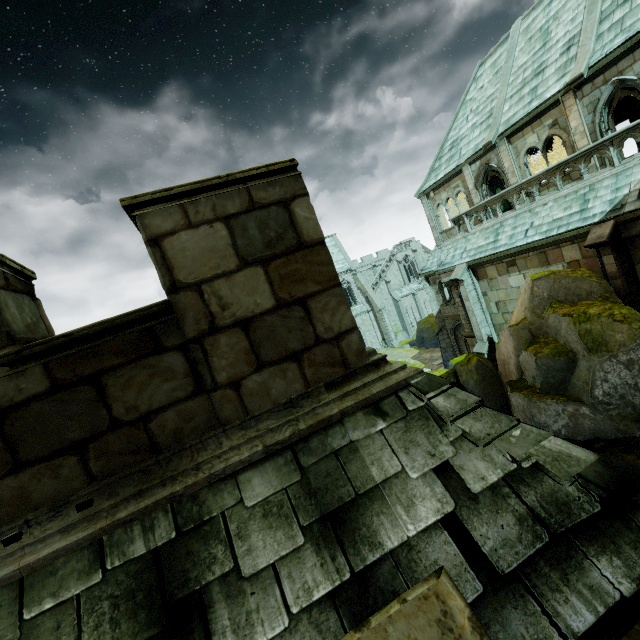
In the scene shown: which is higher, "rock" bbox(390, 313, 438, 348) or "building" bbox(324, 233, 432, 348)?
"building" bbox(324, 233, 432, 348)

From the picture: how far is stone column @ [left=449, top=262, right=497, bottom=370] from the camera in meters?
17.2

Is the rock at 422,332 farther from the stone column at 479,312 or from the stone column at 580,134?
the stone column at 580,134

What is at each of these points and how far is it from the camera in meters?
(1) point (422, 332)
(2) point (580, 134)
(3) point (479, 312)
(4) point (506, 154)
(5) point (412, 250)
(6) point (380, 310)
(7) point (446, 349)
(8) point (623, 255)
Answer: (1) rock, 38.5 m
(2) stone column, 13.4 m
(3) stone column, 17.3 m
(4) stone column, 16.6 m
(5) building, 51.6 m
(6) buttress, 43.8 m
(7) stone column, 25.1 m
(8) stone column, 10.7 m

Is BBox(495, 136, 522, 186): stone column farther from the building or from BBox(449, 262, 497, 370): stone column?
the building

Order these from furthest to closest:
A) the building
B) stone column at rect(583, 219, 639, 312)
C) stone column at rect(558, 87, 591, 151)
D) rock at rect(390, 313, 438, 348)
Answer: the building
rock at rect(390, 313, 438, 348)
stone column at rect(558, 87, 591, 151)
stone column at rect(583, 219, 639, 312)

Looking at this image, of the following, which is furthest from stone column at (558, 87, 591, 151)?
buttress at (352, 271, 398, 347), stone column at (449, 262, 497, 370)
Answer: buttress at (352, 271, 398, 347)

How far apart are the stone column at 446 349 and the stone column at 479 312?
6.4m
